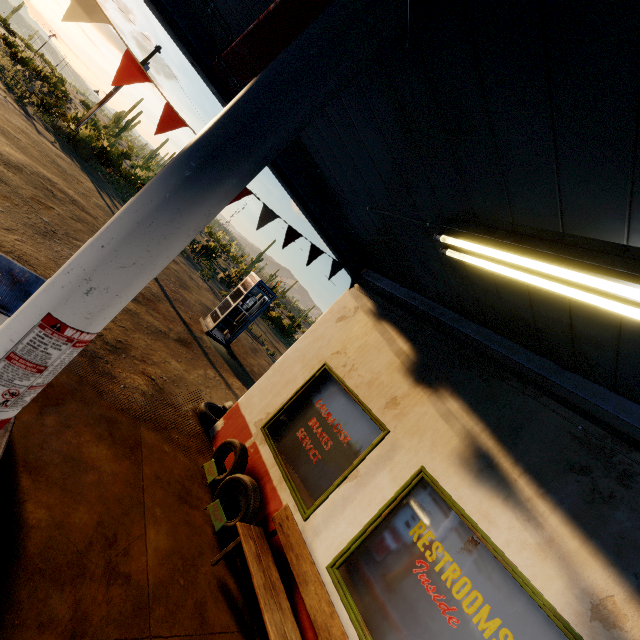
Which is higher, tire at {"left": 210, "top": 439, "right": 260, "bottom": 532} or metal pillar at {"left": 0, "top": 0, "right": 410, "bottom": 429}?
metal pillar at {"left": 0, "top": 0, "right": 410, "bottom": 429}

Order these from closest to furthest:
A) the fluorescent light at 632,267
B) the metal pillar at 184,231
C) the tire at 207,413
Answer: Answer: the metal pillar at 184,231, the fluorescent light at 632,267, the tire at 207,413

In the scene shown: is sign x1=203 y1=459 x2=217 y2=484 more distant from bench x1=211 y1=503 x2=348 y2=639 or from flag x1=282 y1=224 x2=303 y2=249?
flag x1=282 y1=224 x2=303 y2=249

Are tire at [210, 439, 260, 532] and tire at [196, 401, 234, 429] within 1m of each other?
no

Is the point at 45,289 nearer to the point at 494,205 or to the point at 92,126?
the point at 494,205

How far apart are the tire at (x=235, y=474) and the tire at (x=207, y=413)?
1.77m

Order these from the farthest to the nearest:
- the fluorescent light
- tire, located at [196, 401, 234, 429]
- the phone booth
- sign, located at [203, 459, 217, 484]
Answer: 1. the phone booth
2. tire, located at [196, 401, 234, 429]
3. sign, located at [203, 459, 217, 484]
4. the fluorescent light

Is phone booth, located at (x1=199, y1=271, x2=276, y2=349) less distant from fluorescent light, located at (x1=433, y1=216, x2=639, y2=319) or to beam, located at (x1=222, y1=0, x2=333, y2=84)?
beam, located at (x1=222, y1=0, x2=333, y2=84)
